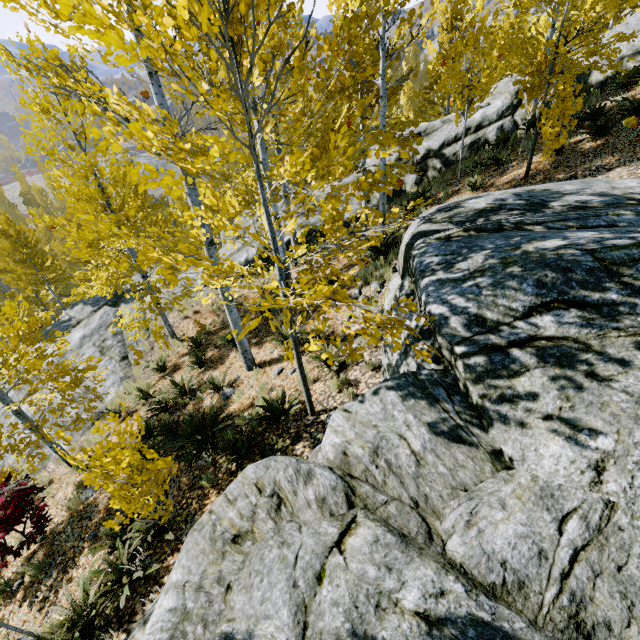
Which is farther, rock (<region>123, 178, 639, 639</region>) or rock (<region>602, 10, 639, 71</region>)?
rock (<region>602, 10, 639, 71</region>)

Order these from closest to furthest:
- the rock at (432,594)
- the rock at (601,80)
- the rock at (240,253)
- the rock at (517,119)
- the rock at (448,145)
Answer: the rock at (432,594)
the rock at (601,80)
the rock at (517,119)
the rock at (448,145)
the rock at (240,253)

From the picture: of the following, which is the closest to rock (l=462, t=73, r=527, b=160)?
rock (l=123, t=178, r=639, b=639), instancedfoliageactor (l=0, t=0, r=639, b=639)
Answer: instancedfoliageactor (l=0, t=0, r=639, b=639)

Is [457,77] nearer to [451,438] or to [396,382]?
[396,382]

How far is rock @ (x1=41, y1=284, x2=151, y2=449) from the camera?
10.46m

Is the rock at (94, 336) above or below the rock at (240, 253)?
below

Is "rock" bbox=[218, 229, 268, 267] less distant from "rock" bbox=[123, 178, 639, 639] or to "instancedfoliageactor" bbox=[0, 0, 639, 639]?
"instancedfoliageactor" bbox=[0, 0, 639, 639]
